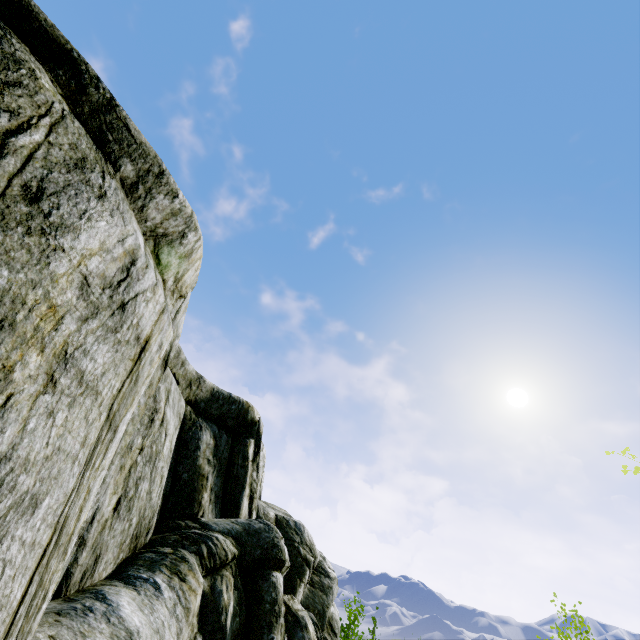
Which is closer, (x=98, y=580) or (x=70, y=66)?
(x=70, y=66)
